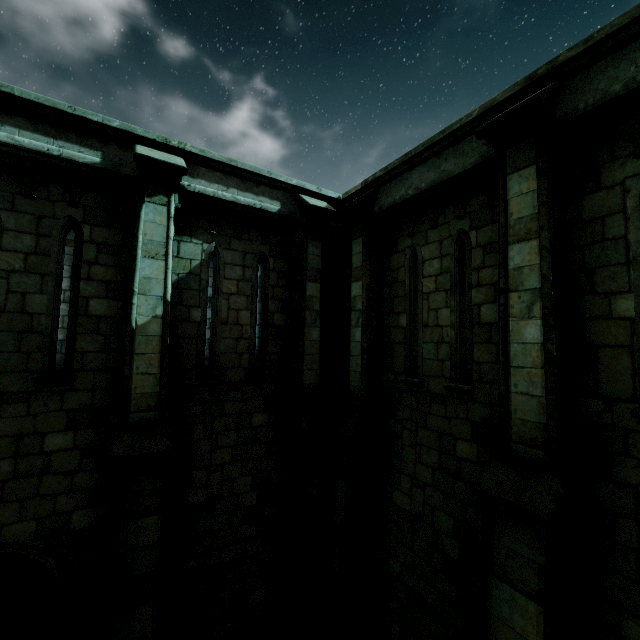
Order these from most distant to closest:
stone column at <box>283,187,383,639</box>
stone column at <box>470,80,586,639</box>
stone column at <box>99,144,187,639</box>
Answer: stone column at <box>283,187,383,639</box>
stone column at <box>99,144,187,639</box>
stone column at <box>470,80,586,639</box>

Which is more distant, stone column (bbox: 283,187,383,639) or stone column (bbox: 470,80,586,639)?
stone column (bbox: 283,187,383,639)

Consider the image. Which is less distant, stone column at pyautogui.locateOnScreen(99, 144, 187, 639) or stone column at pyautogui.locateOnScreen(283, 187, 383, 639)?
stone column at pyautogui.locateOnScreen(99, 144, 187, 639)

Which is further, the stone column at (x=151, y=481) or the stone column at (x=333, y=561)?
the stone column at (x=333, y=561)

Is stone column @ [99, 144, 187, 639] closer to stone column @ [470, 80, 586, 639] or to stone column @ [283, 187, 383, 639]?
stone column @ [283, 187, 383, 639]

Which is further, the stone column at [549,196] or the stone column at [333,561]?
the stone column at [333,561]

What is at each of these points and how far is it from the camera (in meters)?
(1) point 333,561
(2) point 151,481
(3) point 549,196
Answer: (1) stone column, 5.96
(2) stone column, 4.82
(3) stone column, 3.78
